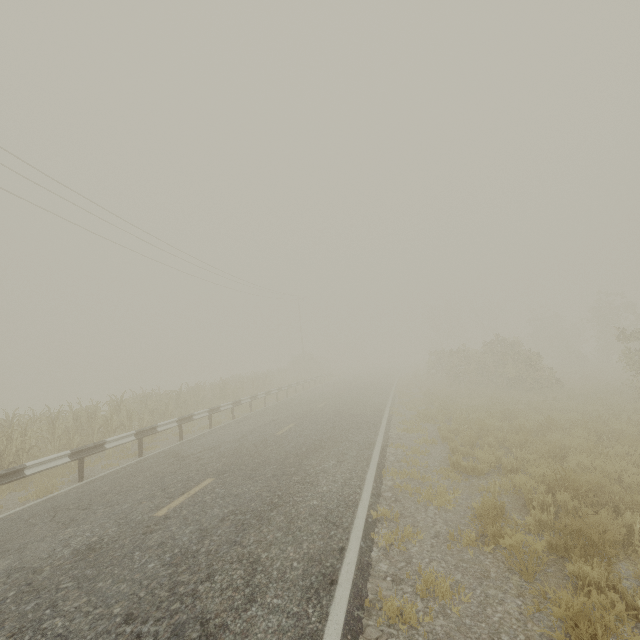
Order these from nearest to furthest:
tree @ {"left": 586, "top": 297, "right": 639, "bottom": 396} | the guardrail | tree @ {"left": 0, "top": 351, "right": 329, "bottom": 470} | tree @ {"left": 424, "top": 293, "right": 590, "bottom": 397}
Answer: the guardrail → tree @ {"left": 0, "top": 351, "right": 329, "bottom": 470} → tree @ {"left": 586, "top": 297, "right": 639, "bottom": 396} → tree @ {"left": 424, "top": 293, "right": 590, "bottom": 397}

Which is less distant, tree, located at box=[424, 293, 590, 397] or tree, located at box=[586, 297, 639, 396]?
tree, located at box=[586, 297, 639, 396]

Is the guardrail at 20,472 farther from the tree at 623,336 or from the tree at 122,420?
the tree at 122,420

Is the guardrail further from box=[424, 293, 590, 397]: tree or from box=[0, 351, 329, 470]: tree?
box=[0, 351, 329, 470]: tree

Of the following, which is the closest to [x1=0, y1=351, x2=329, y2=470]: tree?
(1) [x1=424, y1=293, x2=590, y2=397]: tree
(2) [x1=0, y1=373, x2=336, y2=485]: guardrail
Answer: (1) [x1=424, y1=293, x2=590, y2=397]: tree

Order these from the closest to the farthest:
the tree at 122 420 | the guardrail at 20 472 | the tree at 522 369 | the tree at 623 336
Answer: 1. the guardrail at 20 472
2. the tree at 122 420
3. the tree at 623 336
4. the tree at 522 369

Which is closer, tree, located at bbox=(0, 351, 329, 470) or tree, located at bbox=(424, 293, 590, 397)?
tree, located at bbox=(0, 351, 329, 470)

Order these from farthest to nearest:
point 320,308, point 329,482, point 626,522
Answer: point 320,308
point 329,482
point 626,522
